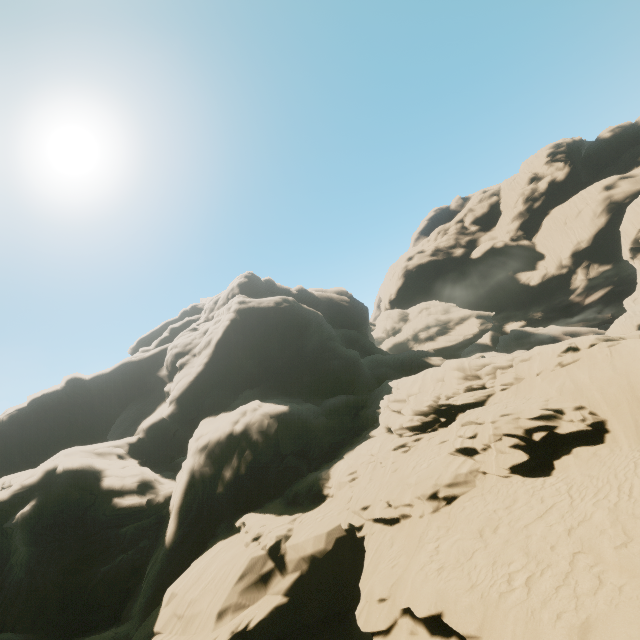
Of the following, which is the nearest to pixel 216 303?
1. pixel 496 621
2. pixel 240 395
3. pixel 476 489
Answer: pixel 240 395

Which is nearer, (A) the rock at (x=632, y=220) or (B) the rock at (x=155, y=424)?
(B) the rock at (x=155, y=424)

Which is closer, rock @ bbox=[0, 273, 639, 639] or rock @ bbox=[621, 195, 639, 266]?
rock @ bbox=[0, 273, 639, 639]
